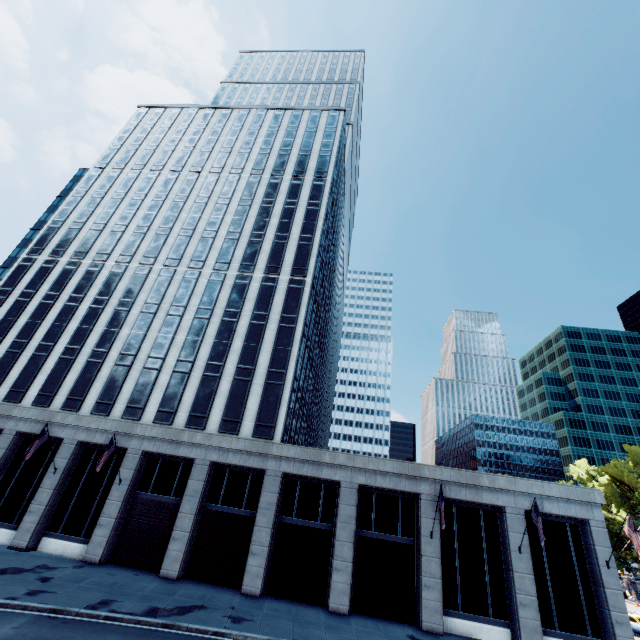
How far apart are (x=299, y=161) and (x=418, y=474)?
41.4 meters

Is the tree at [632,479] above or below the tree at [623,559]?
above

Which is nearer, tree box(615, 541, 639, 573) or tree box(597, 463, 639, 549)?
tree box(597, 463, 639, 549)

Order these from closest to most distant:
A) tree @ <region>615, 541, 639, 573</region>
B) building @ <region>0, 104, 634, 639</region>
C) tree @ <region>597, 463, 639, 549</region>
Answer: building @ <region>0, 104, 634, 639</region> → tree @ <region>597, 463, 639, 549</region> → tree @ <region>615, 541, 639, 573</region>

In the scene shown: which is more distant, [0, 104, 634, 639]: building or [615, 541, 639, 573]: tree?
[615, 541, 639, 573]: tree

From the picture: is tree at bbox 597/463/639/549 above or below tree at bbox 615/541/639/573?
above

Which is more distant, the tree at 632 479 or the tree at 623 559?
the tree at 623 559
